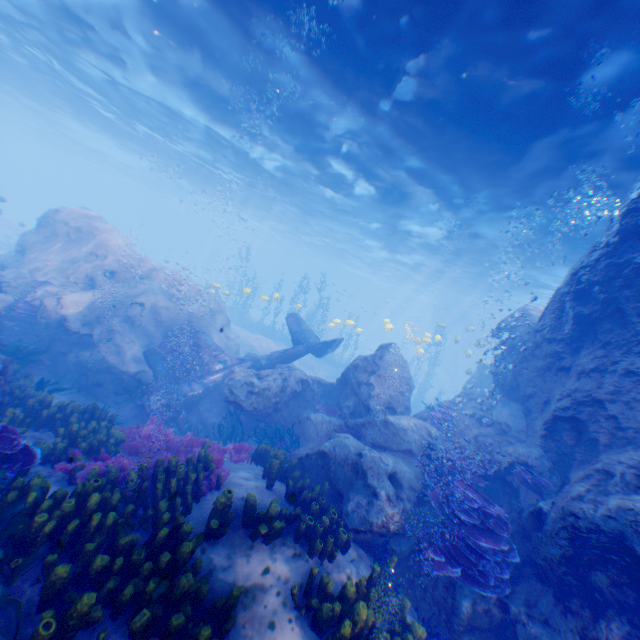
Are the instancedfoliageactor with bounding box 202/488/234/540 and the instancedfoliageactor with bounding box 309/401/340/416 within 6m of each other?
no

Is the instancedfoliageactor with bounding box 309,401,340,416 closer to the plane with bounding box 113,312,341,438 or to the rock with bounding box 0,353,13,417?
the rock with bounding box 0,353,13,417

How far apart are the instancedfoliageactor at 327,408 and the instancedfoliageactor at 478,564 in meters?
4.9

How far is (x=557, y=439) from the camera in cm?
753

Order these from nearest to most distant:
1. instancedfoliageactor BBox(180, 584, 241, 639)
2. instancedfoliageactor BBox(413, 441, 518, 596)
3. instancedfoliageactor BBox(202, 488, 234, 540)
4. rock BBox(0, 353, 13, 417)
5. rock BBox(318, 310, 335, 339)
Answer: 1. instancedfoliageactor BBox(180, 584, 241, 639)
2. instancedfoliageactor BBox(202, 488, 234, 540)
3. instancedfoliageactor BBox(413, 441, 518, 596)
4. rock BBox(0, 353, 13, 417)
5. rock BBox(318, 310, 335, 339)

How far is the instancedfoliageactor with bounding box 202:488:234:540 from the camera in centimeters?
494cm

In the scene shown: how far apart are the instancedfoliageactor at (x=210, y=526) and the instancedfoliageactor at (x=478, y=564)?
3.39m

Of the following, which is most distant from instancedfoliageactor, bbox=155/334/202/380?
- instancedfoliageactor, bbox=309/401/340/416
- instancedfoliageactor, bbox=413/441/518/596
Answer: instancedfoliageactor, bbox=309/401/340/416
